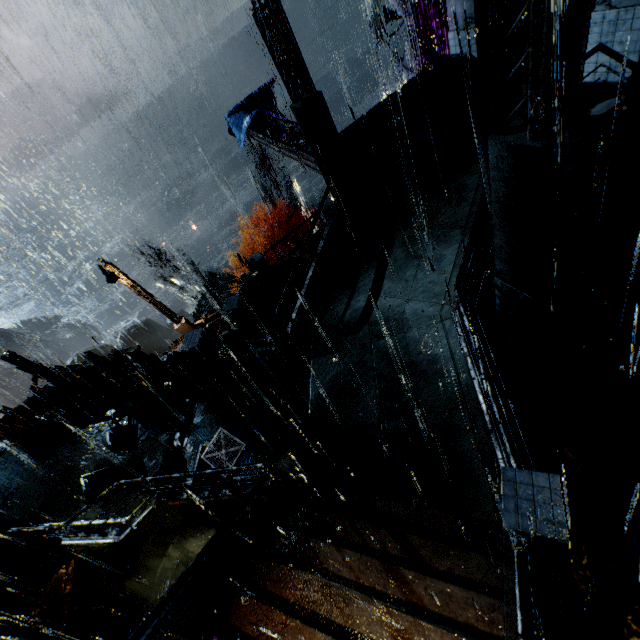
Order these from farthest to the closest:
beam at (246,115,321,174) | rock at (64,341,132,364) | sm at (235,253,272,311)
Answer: rock at (64,341,132,364)
sm at (235,253,272,311)
beam at (246,115,321,174)

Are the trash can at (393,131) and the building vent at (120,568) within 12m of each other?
no

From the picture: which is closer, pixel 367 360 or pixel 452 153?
pixel 367 360

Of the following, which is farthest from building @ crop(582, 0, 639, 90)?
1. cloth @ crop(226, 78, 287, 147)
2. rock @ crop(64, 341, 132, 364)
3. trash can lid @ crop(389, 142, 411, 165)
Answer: cloth @ crop(226, 78, 287, 147)

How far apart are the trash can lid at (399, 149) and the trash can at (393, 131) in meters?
0.0 m

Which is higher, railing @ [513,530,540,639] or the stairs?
railing @ [513,530,540,639]

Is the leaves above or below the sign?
below

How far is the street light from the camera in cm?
1850
